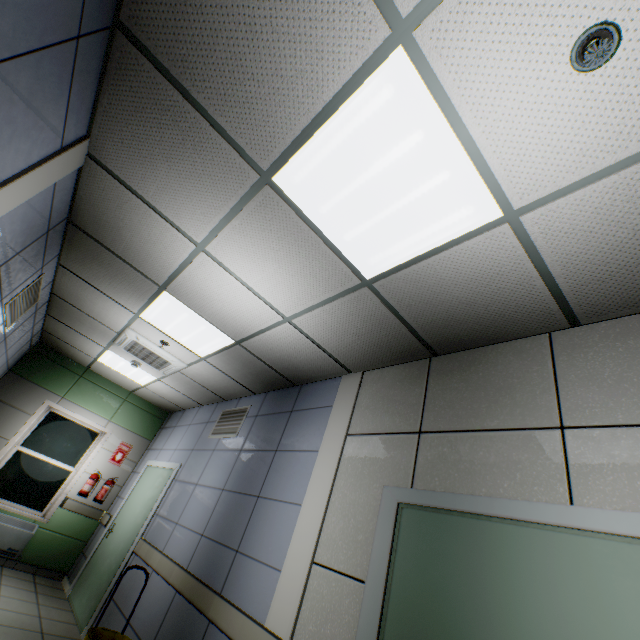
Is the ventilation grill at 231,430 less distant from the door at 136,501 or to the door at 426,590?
the door at 136,501

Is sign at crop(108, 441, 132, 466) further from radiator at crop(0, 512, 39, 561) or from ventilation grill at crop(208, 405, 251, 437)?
ventilation grill at crop(208, 405, 251, 437)

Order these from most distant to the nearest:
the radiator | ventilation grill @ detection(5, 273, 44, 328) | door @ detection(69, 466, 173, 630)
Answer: the radiator → door @ detection(69, 466, 173, 630) → ventilation grill @ detection(5, 273, 44, 328)

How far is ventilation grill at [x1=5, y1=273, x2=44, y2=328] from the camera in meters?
3.4 m

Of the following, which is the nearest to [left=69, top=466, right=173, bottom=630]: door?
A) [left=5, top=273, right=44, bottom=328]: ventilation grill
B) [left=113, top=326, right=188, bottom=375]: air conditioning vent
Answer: [left=113, top=326, right=188, bottom=375]: air conditioning vent

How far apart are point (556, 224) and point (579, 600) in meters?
1.7

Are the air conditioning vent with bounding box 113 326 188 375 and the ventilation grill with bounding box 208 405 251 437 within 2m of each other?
yes

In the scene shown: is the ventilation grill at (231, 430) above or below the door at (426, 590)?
above
